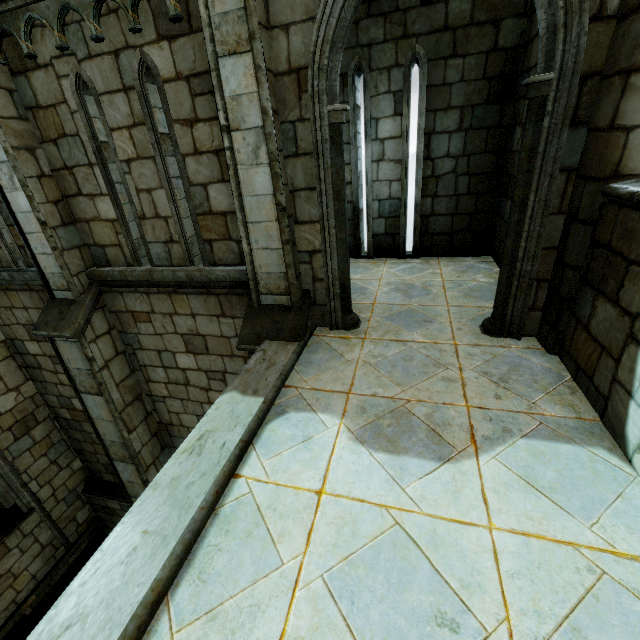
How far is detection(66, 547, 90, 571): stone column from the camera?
11.86m

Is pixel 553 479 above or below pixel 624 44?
below

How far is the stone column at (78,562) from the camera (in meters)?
11.86

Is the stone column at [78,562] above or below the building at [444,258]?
below

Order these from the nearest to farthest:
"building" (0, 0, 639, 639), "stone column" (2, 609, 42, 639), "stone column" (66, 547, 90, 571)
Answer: "building" (0, 0, 639, 639), "stone column" (2, 609, 42, 639), "stone column" (66, 547, 90, 571)

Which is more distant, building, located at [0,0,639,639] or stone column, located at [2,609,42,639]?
stone column, located at [2,609,42,639]

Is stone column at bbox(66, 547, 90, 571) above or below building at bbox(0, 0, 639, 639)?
below

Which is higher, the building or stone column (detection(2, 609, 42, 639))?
the building
